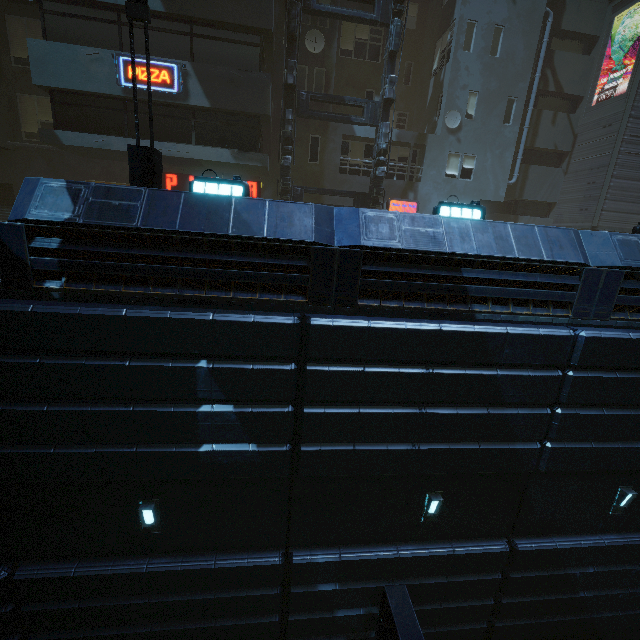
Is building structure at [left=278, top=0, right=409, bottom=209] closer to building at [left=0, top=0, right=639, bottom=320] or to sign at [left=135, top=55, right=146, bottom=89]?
building at [left=0, top=0, right=639, bottom=320]

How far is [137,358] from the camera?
6.0m

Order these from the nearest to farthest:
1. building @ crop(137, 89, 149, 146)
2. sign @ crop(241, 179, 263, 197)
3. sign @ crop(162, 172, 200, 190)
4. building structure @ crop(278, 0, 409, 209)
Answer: building @ crop(137, 89, 149, 146) < building structure @ crop(278, 0, 409, 209) < sign @ crop(162, 172, 200, 190) < sign @ crop(241, 179, 263, 197)

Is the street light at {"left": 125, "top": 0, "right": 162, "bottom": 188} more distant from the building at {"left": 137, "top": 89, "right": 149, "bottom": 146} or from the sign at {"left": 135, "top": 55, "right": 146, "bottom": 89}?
the sign at {"left": 135, "top": 55, "right": 146, "bottom": 89}

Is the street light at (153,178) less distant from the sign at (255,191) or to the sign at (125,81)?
the sign at (125,81)

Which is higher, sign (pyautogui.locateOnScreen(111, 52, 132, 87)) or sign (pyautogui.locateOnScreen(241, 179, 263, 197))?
sign (pyautogui.locateOnScreen(111, 52, 132, 87))

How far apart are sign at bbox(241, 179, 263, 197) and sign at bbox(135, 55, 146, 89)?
3.66m

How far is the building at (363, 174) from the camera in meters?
16.6
